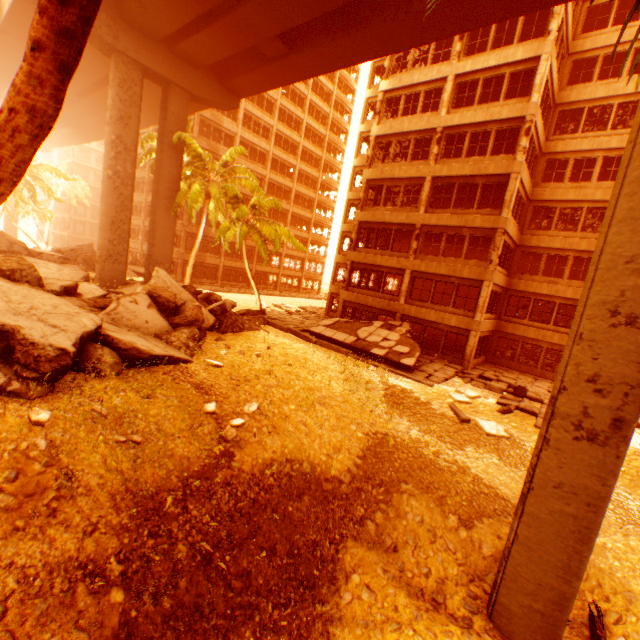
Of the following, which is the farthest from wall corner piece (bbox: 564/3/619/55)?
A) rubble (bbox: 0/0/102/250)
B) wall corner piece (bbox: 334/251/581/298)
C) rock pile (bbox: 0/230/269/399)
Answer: rock pile (bbox: 0/230/269/399)

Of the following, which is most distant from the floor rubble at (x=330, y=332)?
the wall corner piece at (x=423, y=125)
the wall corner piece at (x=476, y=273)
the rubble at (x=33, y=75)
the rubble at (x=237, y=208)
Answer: the wall corner piece at (x=423, y=125)

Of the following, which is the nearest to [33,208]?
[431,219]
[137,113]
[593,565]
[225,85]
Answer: [137,113]

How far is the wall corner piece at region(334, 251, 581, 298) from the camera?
19.0m

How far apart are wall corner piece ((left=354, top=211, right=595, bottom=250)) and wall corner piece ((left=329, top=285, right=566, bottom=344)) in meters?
5.1

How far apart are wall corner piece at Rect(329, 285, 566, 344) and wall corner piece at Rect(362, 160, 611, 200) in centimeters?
806cm

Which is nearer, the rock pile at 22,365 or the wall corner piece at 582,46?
the rock pile at 22,365

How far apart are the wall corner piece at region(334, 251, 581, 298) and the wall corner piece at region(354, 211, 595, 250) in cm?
207
